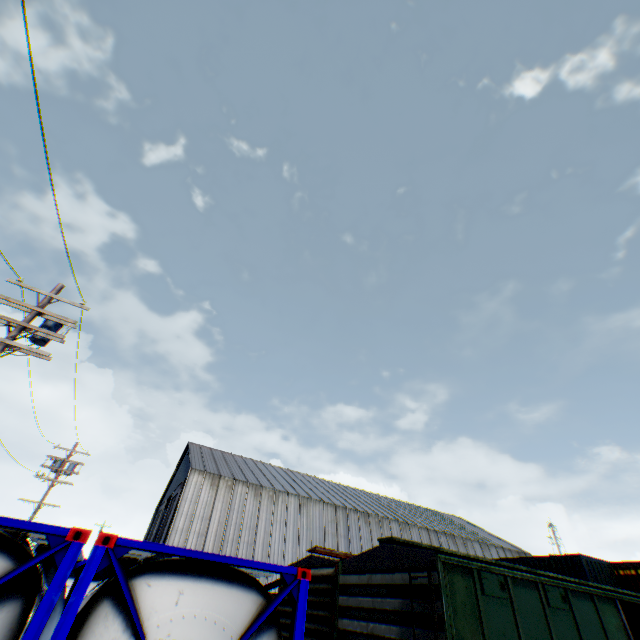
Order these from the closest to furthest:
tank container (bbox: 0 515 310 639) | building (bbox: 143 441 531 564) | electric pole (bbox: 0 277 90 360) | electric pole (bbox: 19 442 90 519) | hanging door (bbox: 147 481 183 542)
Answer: tank container (bbox: 0 515 310 639) < electric pole (bbox: 0 277 90 360) < electric pole (bbox: 19 442 90 519) < building (bbox: 143 441 531 564) < hanging door (bbox: 147 481 183 542)

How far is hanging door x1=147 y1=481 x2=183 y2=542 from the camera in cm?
3038

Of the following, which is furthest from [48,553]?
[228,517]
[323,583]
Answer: [228,517]

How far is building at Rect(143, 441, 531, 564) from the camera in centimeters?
2764cm

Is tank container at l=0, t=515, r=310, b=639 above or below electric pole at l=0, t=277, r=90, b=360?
below

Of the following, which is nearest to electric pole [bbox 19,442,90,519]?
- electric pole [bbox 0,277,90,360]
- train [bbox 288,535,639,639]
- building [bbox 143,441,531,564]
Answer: building [bbox 143,441,531,564]

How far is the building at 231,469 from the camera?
27.6m

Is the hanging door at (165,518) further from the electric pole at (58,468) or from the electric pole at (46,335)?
the electric pole at (46,335)
